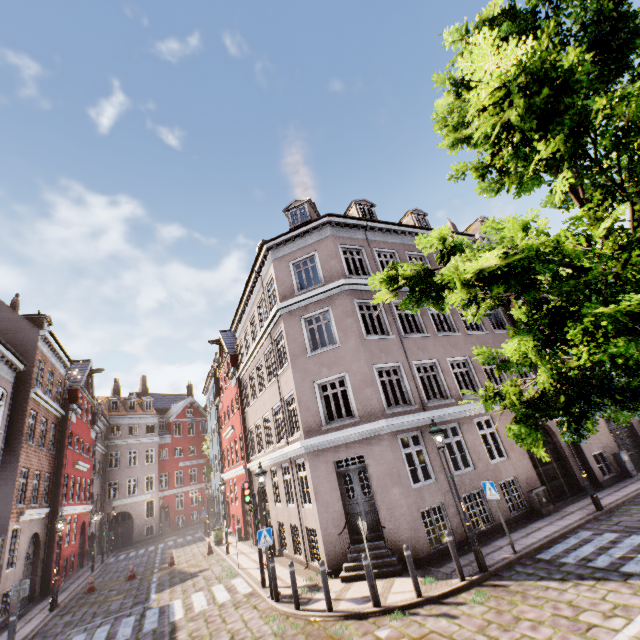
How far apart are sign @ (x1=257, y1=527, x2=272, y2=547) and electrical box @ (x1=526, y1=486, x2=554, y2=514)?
9.92m

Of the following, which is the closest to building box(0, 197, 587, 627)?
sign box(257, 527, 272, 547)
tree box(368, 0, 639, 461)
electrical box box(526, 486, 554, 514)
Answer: electrical box box(526, 486, 554, 514)

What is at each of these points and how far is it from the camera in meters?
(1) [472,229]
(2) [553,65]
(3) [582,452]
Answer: (1) building, 22.4
(2) tree, 3.0
(3) building, 14.6

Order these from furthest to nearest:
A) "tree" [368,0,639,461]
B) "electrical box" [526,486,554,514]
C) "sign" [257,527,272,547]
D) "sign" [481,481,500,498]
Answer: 1. "electrical box" [526,486,554,514]
2. "sign" [257,527,272,547]
3. "sign" [481,481,500,498]
4. "tree" [368,0,639,461]

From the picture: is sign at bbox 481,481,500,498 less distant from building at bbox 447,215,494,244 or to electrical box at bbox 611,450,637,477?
building at bbox 447,215,494,244

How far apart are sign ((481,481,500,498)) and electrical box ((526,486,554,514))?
4.10m

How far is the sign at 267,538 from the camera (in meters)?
10.50

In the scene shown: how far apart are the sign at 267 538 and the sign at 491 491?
7.0m
